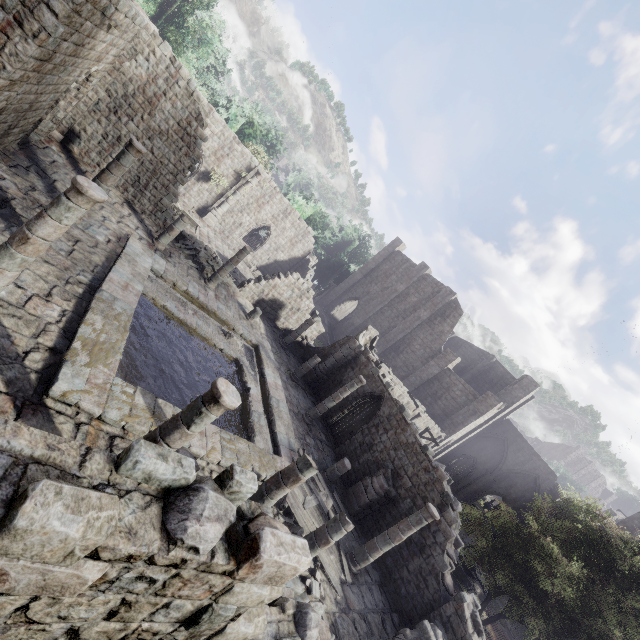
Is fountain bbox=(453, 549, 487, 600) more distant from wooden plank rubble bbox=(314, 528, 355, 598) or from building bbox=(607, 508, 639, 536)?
wooden plank rubble bbox=(314, 528, 355, 598)

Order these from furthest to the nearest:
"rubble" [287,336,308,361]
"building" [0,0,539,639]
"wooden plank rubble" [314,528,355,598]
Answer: "rubble" [287,336,308,361]
"wooden plank rubble" [314,528,355,598]
"building" [0,0,539,639]

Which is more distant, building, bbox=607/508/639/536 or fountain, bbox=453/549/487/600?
building, bbox=607/508/639/536

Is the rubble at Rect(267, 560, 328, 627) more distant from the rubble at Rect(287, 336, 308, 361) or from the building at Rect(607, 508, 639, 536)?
the rubble at Rect(287, 336, 308, 361)

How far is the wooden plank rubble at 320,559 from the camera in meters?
10.9

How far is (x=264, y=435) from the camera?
13.93m

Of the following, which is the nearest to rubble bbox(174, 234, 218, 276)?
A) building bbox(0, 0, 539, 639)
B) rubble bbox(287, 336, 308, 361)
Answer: building bbox(0, 0, 539, 639)

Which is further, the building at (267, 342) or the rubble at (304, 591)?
the rubble at (304, 591)
